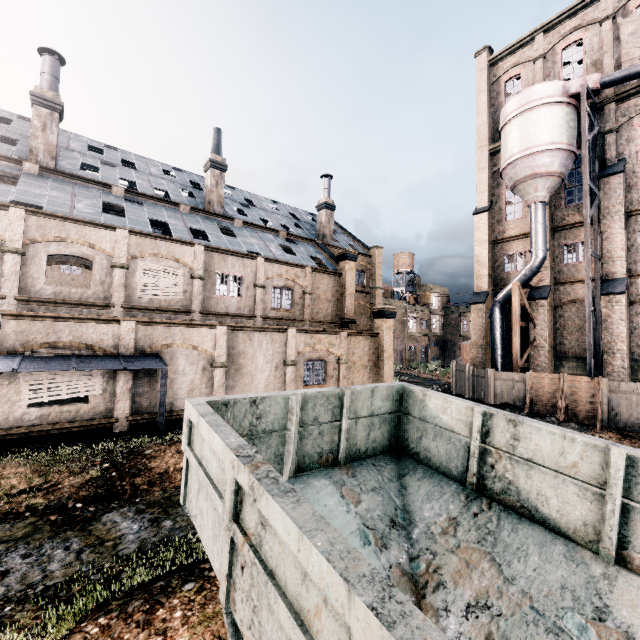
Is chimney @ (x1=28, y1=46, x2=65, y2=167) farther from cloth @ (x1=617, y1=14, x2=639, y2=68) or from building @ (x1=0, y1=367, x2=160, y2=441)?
cloth @ (x1=617, y1=14, x2=639, y2=68)

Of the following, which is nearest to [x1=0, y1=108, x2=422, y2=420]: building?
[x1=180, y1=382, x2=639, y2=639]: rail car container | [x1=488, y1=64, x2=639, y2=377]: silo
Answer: [x1=488, y1=64, x2=639, y2=377]: silo

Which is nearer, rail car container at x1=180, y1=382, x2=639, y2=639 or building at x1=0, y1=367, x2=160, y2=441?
rail car container at x1=180, y1=382, x2=639, y2=639

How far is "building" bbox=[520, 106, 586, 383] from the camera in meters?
25.1 m

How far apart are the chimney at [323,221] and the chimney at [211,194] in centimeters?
1080cm

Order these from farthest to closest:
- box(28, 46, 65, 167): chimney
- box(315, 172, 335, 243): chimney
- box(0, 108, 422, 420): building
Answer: box(315, 172, 335, 243): chimney → box(28, 46, 65, 167): chimney → box(0, 108, 422, 420): building

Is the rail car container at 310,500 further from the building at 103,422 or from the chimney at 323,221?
the chimney at 323,221

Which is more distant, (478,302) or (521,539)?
(478,302)
